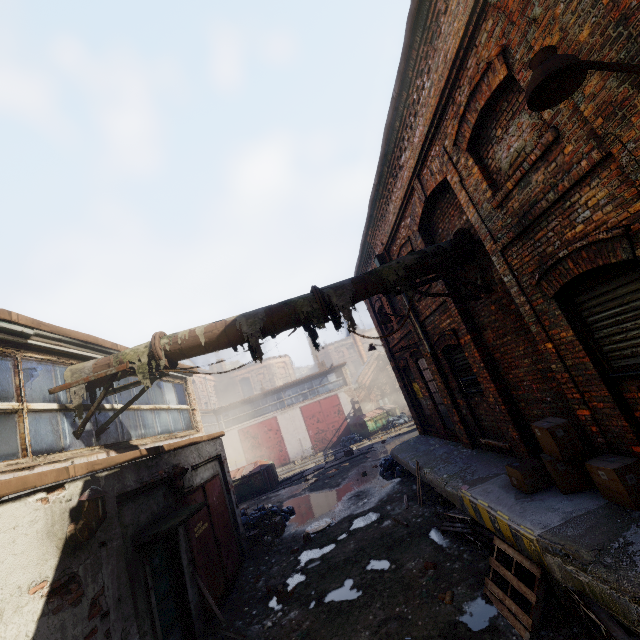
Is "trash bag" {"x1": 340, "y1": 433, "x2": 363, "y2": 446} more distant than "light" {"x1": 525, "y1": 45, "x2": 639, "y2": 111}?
Yes

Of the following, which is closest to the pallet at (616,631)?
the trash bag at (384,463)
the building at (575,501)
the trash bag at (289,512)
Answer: the building at (575,501)

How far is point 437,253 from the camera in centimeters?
624cm

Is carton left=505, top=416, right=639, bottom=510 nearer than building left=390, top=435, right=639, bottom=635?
No

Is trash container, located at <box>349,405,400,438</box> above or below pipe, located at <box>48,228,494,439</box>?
below

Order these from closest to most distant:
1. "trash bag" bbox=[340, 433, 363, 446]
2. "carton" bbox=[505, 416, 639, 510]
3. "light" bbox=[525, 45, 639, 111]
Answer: "light" bbox=[525, 45, 639, 111], "carton" bbox=[505, 416, 639, 510], "trash bag" bbox=[340, 433, 363, 446]

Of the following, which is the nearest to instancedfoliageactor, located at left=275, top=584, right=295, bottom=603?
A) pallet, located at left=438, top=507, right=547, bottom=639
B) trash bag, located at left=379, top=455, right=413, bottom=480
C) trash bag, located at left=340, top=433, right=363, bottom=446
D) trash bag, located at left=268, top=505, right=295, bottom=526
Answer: pallet, located at left=438, top=507, right=547, bottom=639

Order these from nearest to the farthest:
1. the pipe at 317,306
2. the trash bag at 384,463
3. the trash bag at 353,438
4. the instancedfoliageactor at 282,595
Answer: the pipe at 317,306 → the instancedfoliageactor at 282,595 → the trash bag at 384,463 → the trash bag at 353,438
